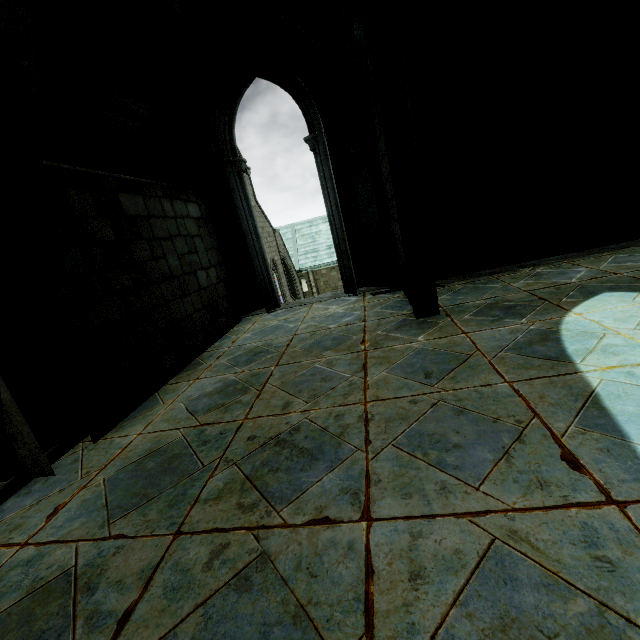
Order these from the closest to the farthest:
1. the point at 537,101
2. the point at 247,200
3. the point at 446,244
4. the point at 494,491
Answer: the point at 494,491, the point at 537,101, the point at 446,244, the point at 247,200
